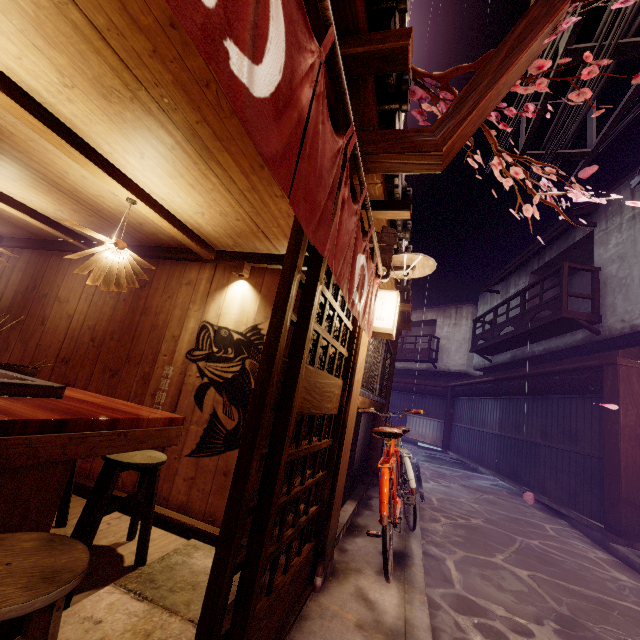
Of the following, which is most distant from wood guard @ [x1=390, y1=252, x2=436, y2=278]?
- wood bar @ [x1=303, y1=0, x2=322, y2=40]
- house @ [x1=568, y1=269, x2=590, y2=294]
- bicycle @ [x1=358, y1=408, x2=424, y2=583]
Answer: house @ [x1=568, y1=269, x2=590, y2=294]

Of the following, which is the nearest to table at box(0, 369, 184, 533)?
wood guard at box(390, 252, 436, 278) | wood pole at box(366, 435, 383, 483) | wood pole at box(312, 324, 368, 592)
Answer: wood pole at box(312, 324, 368, 592)

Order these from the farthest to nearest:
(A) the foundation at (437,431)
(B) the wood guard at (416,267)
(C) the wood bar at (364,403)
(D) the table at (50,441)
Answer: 1. (A) the foundation at (437,431)
2. (C) the wood bar at (364,403)
3. (B) the wood guard at (416,267)
4. (D) the table at (50,441)

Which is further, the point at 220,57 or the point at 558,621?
the point at 558,621

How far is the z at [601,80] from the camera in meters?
8.7 m

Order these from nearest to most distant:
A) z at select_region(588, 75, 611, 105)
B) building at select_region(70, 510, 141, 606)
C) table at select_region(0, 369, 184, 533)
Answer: table at select_region(0, 369, 184, 533) → building at select_region(70, 510, 141, 606) → z at select_region(588, 75, 611, 105)

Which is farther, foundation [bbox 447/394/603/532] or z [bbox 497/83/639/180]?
foundation [bbox 447/394/603/532]

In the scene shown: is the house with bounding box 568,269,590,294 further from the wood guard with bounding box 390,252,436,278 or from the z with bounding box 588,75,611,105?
the wood guard with bounding box 390,252,436,278
